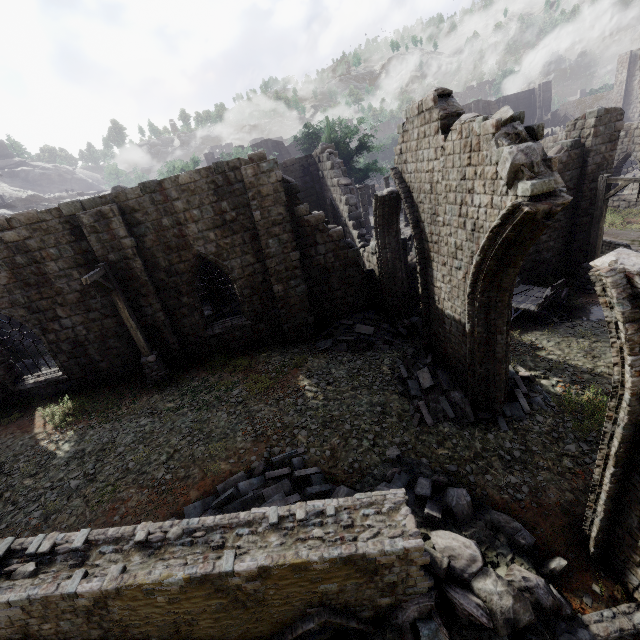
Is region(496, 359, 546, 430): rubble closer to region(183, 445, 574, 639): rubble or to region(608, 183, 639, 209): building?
region(608, 183, 639, 209): building

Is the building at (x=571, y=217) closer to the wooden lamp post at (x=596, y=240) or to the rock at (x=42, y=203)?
the rock at (x=42, y=203)

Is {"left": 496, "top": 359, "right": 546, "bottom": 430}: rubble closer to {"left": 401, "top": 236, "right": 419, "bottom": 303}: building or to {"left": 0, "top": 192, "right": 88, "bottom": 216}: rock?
{"left": 401, "top": 236, "right": 419, "bottom": 303}: building

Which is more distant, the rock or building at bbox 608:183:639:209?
the rock

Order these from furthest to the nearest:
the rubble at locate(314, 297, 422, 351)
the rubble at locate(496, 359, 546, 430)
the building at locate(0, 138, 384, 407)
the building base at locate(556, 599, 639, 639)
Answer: the rubble at locate(314, 297, 422, 351) → the building at locate(0, 138, 384, 407) → the rubble at locate(496, 359, 546, 430) → the building base at locate(556, 599, 639, 639)

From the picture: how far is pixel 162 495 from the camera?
7.8 meters

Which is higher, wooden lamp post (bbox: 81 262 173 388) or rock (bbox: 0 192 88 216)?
rock (bbox: 0 192 88 216)

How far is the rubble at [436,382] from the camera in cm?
865
